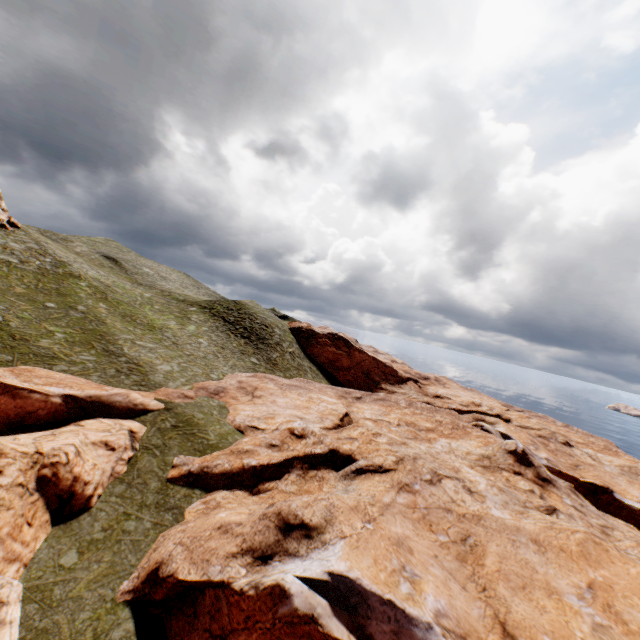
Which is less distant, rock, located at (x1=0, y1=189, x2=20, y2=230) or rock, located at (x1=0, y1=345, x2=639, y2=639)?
rock, located at (x1=0, y1=345, x2=639, y2=639)

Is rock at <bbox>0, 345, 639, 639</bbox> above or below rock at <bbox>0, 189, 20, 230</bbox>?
below

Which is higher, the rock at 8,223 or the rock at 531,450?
the rock at 8,223

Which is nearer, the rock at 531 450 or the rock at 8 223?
the rock at 531 450

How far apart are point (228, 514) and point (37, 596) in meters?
8.1
